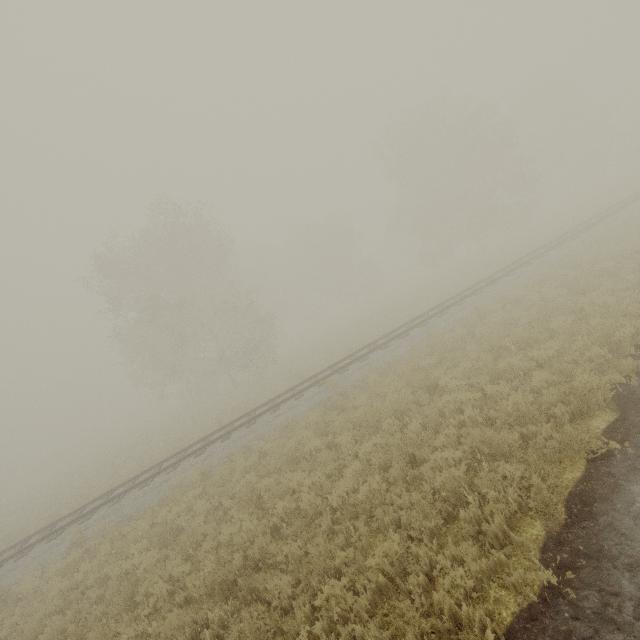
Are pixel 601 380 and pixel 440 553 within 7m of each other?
yes
